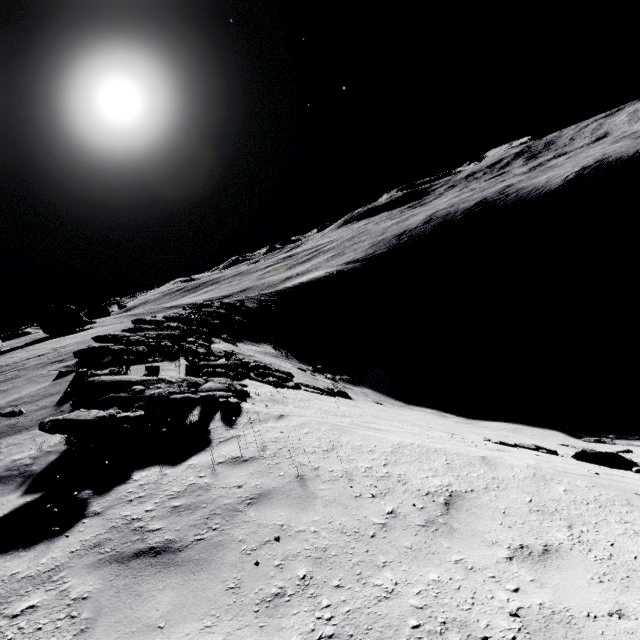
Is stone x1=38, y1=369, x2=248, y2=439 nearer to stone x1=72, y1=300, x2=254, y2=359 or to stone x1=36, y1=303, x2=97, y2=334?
stone x1=72, y1=300, x2=254, y2=359

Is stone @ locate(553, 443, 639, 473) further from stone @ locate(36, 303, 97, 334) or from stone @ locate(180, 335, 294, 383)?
stone @ locate(36, 303, 97, 334)

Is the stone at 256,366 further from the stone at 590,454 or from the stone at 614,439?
the stone at 614,439

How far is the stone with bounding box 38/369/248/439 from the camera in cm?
574

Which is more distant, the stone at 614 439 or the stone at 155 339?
the stone at 614 439

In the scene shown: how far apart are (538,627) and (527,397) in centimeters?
3185cm

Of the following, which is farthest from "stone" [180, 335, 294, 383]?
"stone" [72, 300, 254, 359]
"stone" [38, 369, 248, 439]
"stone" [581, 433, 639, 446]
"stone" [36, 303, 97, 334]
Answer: "stone" [36, 303, 97, 334]

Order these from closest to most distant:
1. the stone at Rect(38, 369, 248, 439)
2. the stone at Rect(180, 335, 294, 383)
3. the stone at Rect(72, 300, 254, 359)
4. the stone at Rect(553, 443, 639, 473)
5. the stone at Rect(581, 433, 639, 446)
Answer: the stone at Rect(38, 369, 248, 439) < the stone at Rect(553, 443, 639, 473) < the stone at Rect(180, 335, 294, 383) < the stone at Rect(72, 300, 254, 359) < the stone at Rect(581, 433, 639, 446)
